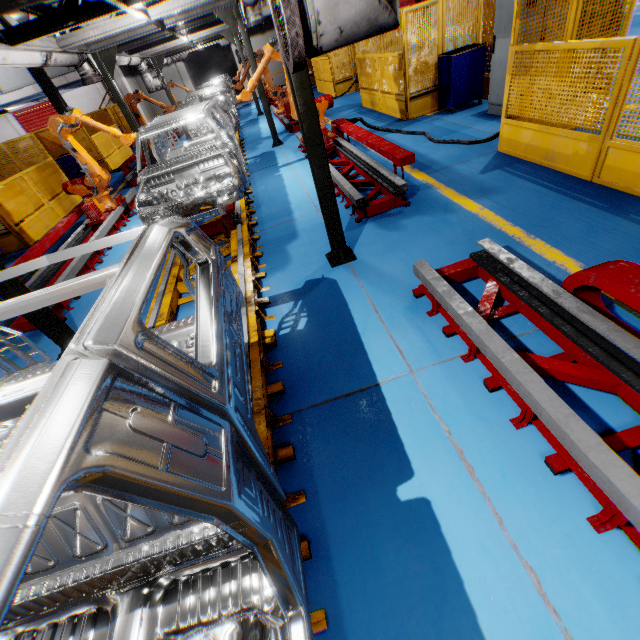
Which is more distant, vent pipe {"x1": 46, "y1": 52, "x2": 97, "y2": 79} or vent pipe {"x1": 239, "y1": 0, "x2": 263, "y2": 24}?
vent pipe {"x1": 239, "y1": 0, "x2": 263, "y2": 24}

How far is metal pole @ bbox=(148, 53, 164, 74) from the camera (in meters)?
14.45

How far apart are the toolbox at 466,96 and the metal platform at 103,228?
8.7m

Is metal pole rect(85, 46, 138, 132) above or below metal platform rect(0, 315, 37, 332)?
above

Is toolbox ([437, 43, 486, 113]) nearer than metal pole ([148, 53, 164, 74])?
Yes

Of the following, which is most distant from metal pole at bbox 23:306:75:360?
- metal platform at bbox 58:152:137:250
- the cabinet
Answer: the cabinet

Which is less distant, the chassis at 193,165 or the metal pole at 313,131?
the chassis at 193,165

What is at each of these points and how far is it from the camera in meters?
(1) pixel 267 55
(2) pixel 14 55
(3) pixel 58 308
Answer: (1) robot arm, 6.9 m
(2) vent pipe, 5.5 m
(3) metal platform, 5.2 m
